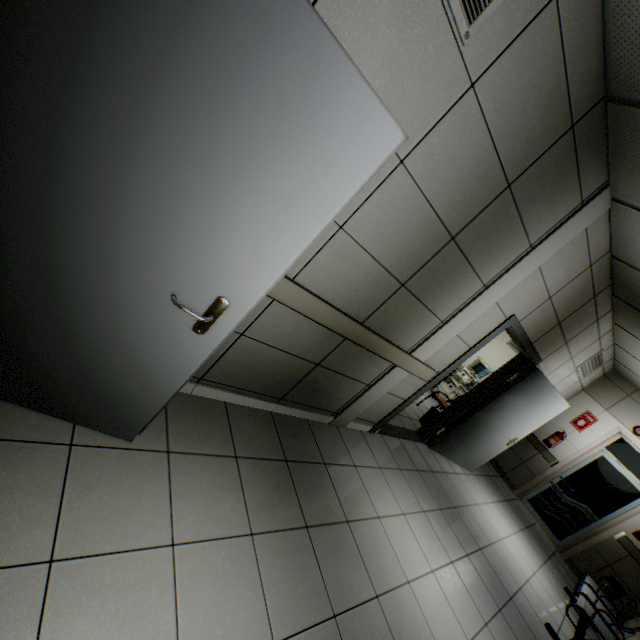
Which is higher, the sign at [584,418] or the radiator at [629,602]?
the sign at [584,418]

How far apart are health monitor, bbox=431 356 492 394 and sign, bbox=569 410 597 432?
2.08m

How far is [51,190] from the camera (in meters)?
1.09

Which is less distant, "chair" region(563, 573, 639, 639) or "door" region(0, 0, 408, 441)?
"door" region(0, 0, 408, 441)

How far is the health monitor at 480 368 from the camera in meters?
7.8 m

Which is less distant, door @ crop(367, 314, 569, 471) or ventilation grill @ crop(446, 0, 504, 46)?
ventilation grill @ crop(446, 0, 504, 46)

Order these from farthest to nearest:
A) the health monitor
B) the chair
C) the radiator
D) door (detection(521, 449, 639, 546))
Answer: the health monitor, door (detection(521, 449, 639, 546)), the radiator, the chair

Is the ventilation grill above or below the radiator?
above
